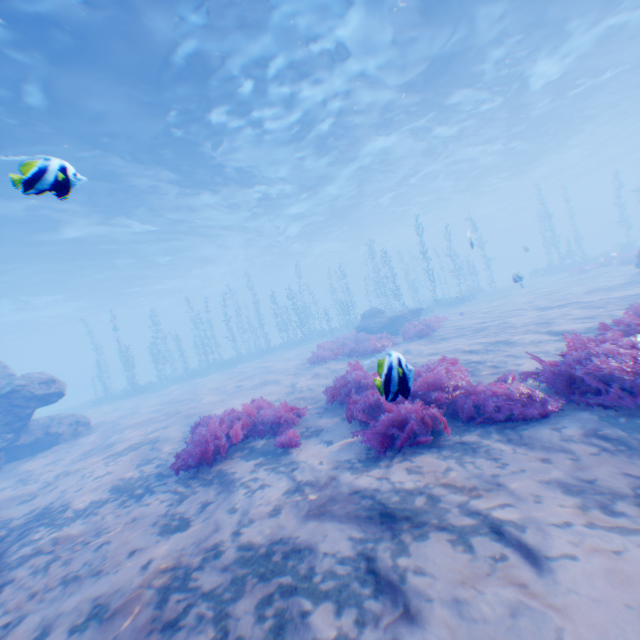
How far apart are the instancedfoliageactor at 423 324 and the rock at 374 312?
2.53m

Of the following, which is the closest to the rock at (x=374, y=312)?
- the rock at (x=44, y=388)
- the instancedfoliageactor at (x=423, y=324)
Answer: the instancedfoliageactor at (x=423, y=324)

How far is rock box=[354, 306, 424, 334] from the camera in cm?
1830

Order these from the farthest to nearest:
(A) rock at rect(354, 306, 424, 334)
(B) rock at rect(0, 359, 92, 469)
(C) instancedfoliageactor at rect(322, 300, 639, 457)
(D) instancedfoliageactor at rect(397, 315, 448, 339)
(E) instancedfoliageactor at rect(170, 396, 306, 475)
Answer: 1. (A) rock at rect(354, 306, 424, 334)
2. (D) instancedfoliageactor at rect(397, 315, 448, 339)
3. (B) rock at rect(0, 359, 92, 469)
4. (E) instancedfoliageactor at rect(170, 396, 306, 475)
5. (C) instancedfoliageactor at rect(322, 300, 639, 457)

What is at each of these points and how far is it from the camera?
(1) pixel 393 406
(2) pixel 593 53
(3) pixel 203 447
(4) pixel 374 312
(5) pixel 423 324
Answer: (1) instancedfoliageactor, 4.82m
(2) light, 18.91m
(3) instancedfoliageactor, 5.67m
(4) rock, 19.72m
(5) instancedfoliageactor, 14.60m

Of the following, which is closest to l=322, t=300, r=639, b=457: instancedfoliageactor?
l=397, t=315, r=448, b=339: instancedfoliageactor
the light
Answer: l=397, t=315, r=448, b=339: instancedfoliageactor

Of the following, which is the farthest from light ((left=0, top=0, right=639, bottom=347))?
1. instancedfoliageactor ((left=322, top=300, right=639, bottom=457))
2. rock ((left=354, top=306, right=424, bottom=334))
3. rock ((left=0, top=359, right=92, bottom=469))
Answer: rock ((left=354, top=306, right=424, bottom=334))

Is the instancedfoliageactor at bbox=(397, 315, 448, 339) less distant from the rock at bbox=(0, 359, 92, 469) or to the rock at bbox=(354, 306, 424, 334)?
the rock at bbox=(354, 306, 424, 334)
